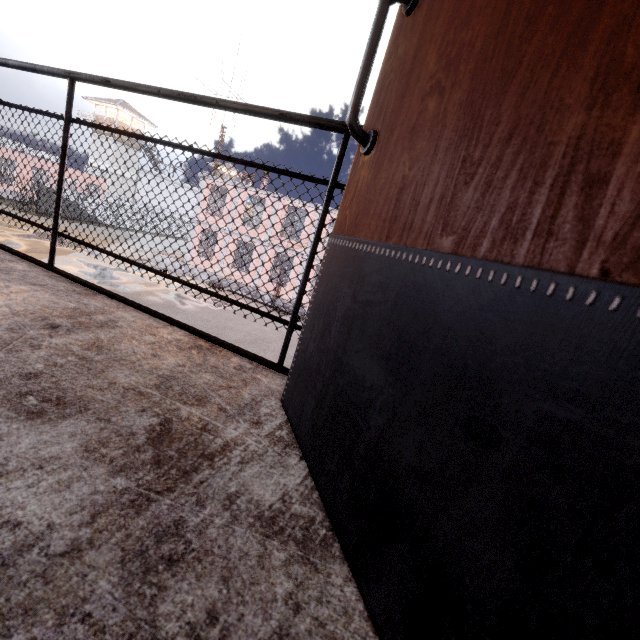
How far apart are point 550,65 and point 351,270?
0.5 meters
